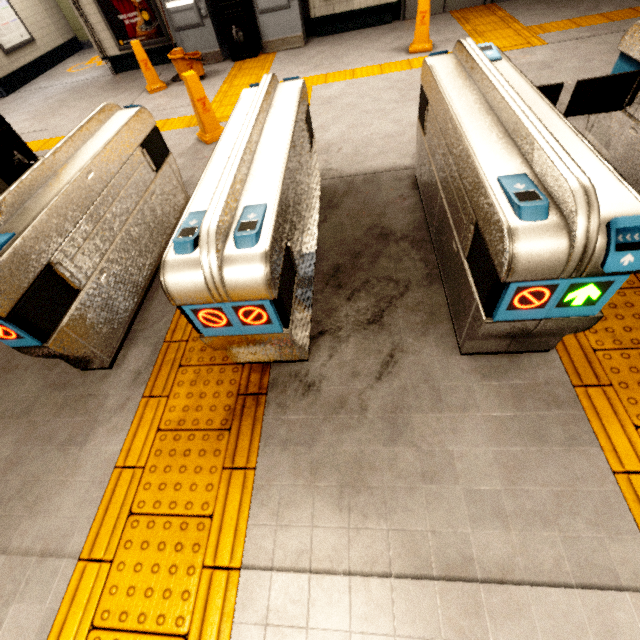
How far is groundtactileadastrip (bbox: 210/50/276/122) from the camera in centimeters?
529cm

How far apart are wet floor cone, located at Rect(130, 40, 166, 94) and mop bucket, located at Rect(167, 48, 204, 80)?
0.4 meters

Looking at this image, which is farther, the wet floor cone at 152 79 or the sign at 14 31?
the sign at 14 31

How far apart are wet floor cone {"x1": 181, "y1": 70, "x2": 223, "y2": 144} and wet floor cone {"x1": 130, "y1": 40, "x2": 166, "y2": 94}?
2.9m

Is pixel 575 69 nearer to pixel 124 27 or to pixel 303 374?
pixel 303 374

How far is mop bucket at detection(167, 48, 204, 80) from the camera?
6.0 meters

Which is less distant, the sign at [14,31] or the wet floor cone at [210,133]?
the wet floor cone at [210,133]

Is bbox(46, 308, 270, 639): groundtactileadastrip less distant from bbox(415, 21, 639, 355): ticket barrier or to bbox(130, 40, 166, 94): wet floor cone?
bbox(415, 21, 639, 355): ticket barrier
